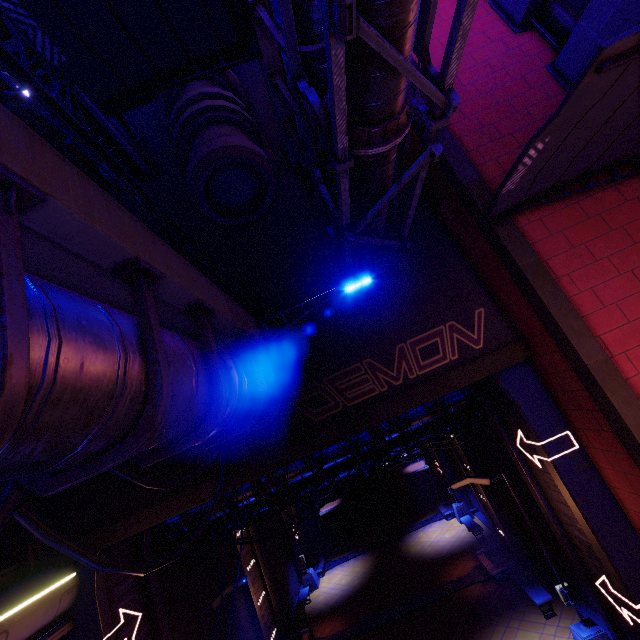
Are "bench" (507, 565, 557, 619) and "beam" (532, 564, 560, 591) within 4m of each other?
yes

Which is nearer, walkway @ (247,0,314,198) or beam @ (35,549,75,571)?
walkway @ (247,0,314,198)

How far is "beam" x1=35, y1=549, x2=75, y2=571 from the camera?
8.7 meters

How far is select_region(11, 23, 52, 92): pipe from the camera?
8.1 meters

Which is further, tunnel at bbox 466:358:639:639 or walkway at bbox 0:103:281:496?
tunnel at bbox 466:358:639:639

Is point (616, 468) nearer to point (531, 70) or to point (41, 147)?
point (531, 70)

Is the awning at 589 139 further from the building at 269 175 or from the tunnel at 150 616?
the building at 269 175

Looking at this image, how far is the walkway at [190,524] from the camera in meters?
11.8 m
